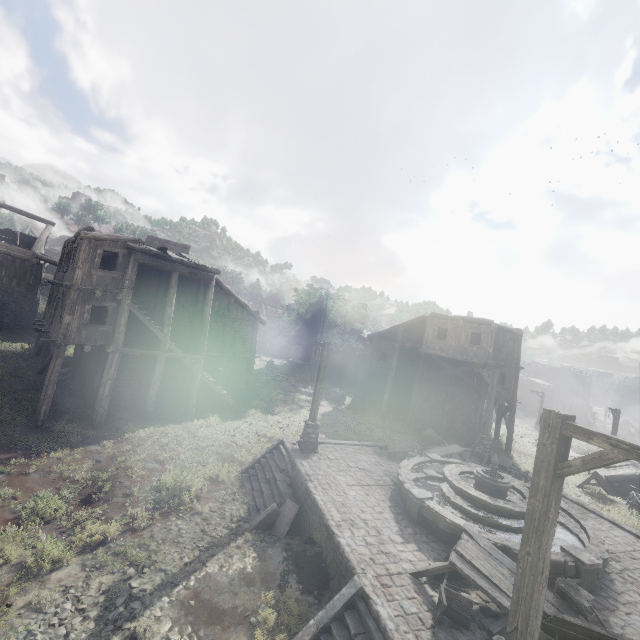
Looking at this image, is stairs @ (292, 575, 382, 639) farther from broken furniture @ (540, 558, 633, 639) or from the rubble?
the rubble

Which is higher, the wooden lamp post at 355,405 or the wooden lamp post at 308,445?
Result: the wooden lamp post at 308,445

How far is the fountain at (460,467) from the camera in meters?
9.0

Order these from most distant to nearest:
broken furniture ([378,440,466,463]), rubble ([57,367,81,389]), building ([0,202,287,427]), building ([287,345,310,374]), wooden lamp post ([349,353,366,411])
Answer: building ([287,345,310,374])
wooden lamp post ([349,353,366,411])
rubble ([57,367,81,389])
building ([0,202,287,427])
broken furniture ([378,440,466,463])

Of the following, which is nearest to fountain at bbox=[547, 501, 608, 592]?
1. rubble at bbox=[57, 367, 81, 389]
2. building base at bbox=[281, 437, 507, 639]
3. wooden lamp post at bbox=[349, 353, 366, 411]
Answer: building base at bbox=[281, 437, 507, 639]

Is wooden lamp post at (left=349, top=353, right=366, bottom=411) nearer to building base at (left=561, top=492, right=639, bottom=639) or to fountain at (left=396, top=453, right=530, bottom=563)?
building base at (left=561, top=492, right=639, bottom=639)

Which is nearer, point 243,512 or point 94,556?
point 94,556

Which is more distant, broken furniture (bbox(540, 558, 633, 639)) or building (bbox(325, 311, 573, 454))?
building (bbox(325, 311, 573, 454))
